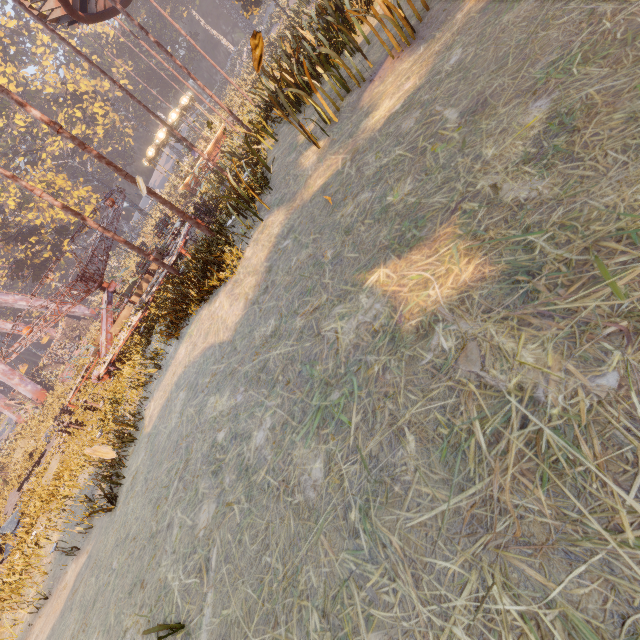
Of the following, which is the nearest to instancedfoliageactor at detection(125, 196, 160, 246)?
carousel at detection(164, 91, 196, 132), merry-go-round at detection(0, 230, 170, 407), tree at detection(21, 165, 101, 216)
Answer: carousel at detection(164, 91, 196, 132)

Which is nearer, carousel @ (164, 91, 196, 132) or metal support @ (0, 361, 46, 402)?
carousel @ (164, 91, 196, 132)

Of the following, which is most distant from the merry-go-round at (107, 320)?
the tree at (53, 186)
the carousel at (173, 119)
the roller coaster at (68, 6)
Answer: the tree at (53, 186)

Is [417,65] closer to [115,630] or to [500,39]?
[500,39]

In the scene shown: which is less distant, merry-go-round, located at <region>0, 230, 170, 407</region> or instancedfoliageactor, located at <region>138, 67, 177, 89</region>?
merry-go-round, located at <region>0, 230, 170, 407</region>

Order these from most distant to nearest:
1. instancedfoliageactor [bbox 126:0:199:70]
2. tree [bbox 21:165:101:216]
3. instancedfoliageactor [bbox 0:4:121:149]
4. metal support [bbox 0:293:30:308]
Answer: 1. instancedfoliageactor [bbox 126:0:199:70]
2. instancedfoliageactor [bbox 0:4:121:149]
3. metal support [bbox 0:293:30:308]
4. tree [bbox 21:165:101:216]

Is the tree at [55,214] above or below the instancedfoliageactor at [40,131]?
below

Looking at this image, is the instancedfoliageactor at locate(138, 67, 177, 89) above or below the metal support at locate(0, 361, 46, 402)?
above
